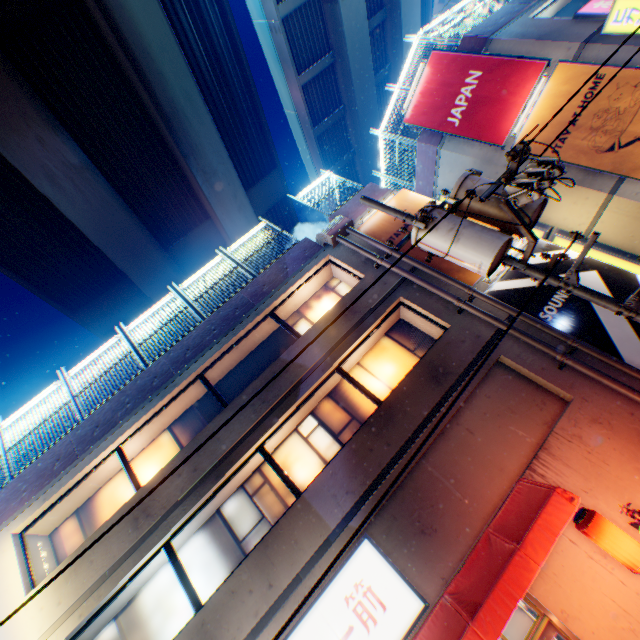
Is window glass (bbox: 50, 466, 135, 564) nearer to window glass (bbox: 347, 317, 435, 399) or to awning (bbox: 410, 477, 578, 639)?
window glass (bbox: 347, 317, 435, 399)

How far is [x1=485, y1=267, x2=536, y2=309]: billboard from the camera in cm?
833

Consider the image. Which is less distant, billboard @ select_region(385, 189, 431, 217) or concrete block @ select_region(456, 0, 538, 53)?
billboard @ select_region(385, 189, 431, 217)

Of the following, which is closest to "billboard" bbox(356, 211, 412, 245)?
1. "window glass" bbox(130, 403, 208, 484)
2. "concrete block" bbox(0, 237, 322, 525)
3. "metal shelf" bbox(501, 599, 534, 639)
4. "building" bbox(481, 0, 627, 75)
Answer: "concrete block" bbox(0, 237, 322, 525)

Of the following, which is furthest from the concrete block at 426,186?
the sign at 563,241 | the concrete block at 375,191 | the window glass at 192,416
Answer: the window glass at 192,416

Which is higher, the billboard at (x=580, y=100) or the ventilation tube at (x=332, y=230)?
the ventilation tube at (x=332, y=230)

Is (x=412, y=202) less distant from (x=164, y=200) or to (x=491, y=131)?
(x=491, y=131)

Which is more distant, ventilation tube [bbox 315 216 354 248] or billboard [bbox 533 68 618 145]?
ventilation tube [bbox 315 216 354 248]
